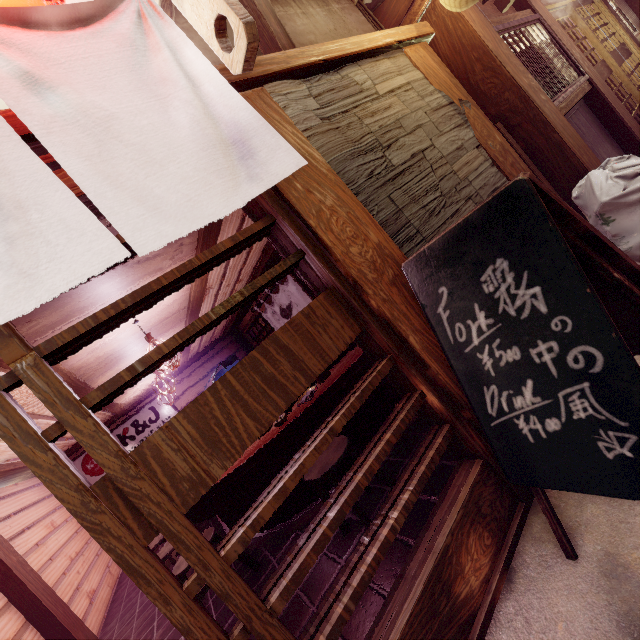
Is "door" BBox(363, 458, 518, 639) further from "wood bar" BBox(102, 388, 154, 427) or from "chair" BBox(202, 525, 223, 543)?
"chair" BBox(202, 525, 223, 543)

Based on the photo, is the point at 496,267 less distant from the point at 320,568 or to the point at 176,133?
the point at 176,133

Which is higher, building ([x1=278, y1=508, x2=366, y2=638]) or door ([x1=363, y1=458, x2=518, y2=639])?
door ([x1=363, y1=458, x2=518, y2=639])

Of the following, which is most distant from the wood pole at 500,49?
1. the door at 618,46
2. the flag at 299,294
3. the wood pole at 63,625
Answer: the wood pole at 63,625

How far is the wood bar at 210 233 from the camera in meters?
5.4

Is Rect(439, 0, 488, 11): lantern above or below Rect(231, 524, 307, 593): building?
above

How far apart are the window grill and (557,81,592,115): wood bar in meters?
0.1

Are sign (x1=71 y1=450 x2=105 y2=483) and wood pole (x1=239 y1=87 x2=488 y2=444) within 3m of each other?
no
